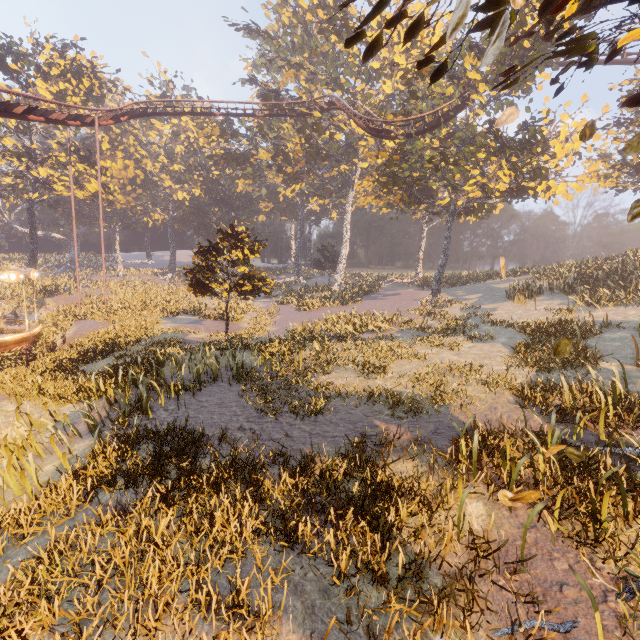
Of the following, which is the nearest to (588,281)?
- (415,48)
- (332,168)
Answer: (415,48)

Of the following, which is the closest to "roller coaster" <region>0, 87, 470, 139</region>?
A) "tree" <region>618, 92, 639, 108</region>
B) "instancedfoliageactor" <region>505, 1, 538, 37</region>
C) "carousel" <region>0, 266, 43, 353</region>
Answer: "instancedfoliageactor" <region>505, 1, 538, 37</region>

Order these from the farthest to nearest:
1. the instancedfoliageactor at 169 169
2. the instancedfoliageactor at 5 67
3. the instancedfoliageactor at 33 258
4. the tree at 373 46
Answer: the instancedfoliageactor at 169 169 → the instancedfoliageactor at 33 258 → the instancedfoliageactor at 5 67 → the tree at 373 46

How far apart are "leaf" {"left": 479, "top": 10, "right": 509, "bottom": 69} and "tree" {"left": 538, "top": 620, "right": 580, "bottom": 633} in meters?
5.4

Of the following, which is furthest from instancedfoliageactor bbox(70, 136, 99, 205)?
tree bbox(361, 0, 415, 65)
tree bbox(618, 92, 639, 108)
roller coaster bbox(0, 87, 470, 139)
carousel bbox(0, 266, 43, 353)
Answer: tree bbox(618, 92, 639, 108)

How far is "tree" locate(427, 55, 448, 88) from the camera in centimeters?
408cm

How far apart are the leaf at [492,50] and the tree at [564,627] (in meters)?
5.39

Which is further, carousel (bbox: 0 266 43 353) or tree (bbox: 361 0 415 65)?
carousel (bbox: 0 266 43 353)
